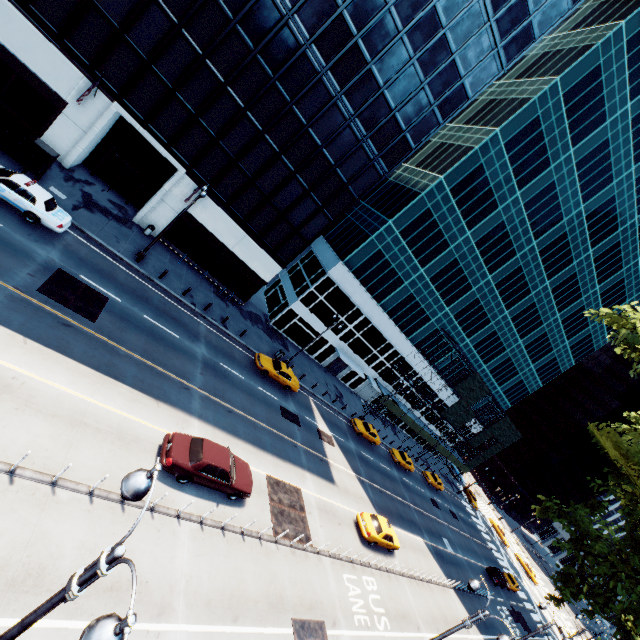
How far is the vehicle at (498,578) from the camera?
40.4m

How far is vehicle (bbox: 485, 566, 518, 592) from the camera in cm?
4038

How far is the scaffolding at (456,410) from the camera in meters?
45.6 m

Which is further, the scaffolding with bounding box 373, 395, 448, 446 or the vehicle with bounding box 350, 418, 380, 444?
the scaffolding with bounding box 373, 395, 448, 446

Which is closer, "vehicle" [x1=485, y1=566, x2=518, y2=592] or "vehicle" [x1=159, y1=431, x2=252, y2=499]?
"vehicle" [x1=159, y1=431, x2=252, y2=499]

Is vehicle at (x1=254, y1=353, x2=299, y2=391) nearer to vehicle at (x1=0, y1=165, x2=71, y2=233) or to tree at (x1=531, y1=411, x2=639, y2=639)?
vehicle at (x1=0, y1=165, x2=71, y2=233)

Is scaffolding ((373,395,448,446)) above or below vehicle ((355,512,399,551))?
above

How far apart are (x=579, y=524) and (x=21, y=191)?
32.35m
